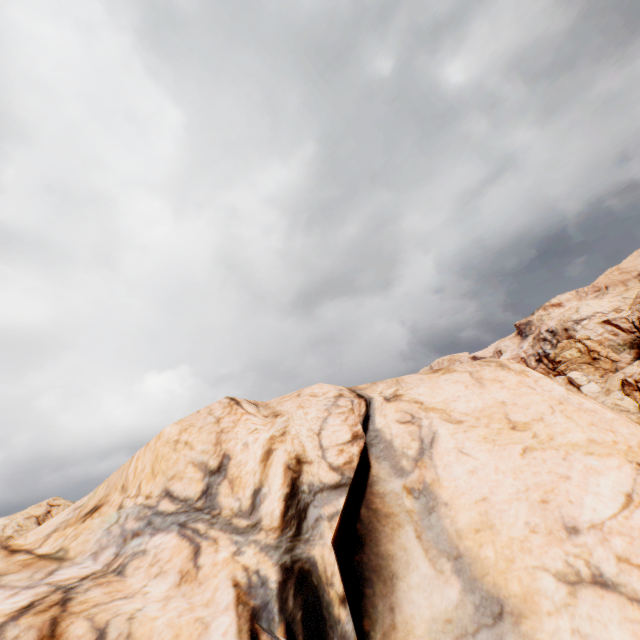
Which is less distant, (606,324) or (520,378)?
(520,378)
